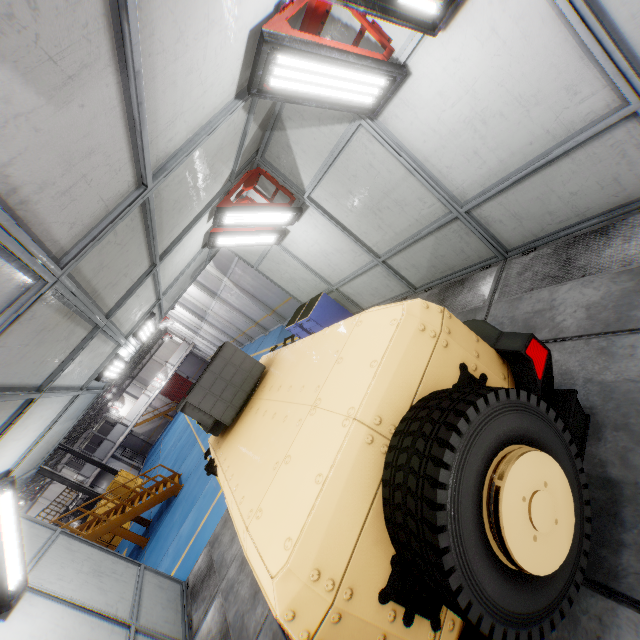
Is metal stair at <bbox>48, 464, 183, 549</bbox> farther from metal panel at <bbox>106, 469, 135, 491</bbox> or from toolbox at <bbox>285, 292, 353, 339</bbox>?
toolbox at <bbox>285, 292, 353, 339</bbox>

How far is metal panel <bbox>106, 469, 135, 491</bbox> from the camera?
26.27m

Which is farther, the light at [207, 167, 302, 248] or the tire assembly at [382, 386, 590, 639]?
the light at [207, 167, 302, 248]

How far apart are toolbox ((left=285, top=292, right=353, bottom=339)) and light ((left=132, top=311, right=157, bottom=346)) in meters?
3.3 m

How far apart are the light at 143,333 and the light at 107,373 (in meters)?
0.39

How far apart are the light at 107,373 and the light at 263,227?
3.1m

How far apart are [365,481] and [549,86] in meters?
3.9 m

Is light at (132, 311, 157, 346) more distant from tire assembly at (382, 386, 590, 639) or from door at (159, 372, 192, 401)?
door at (159, 372, 192, 401)
